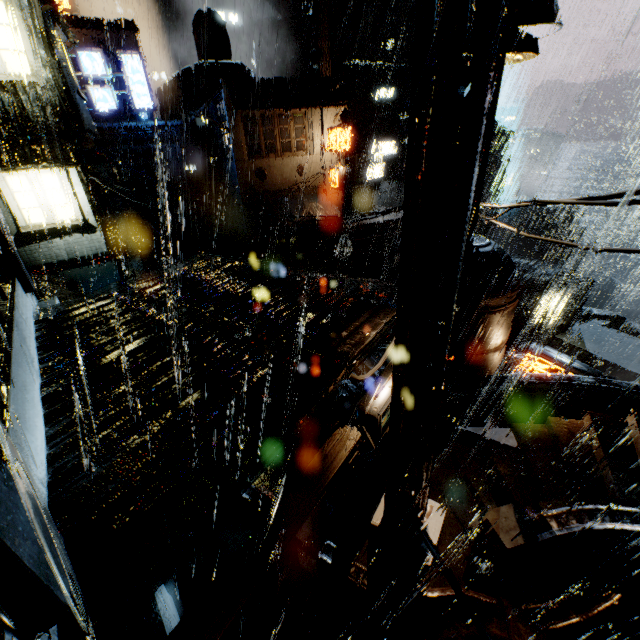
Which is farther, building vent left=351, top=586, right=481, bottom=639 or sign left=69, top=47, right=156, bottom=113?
sign left=69, top=47, right=156, bottom=113

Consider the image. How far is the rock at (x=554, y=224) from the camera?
58.8 meters

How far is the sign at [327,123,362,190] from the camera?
21.6m

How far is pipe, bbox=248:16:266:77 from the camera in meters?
47.9 m

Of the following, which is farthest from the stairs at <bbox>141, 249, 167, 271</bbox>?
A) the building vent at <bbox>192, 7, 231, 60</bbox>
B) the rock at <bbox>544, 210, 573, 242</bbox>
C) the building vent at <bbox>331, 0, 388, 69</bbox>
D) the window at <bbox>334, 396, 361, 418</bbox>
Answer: the rock at <bbox>544, 210, 573, 242</bbox>

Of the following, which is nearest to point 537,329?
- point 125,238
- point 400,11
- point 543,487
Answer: point 543,487

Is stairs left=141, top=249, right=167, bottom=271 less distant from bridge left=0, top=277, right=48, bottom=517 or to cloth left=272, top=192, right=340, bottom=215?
cloth left=272, top=192, right=340, bottom=215

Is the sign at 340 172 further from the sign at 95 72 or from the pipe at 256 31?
the pipe at 256 31
